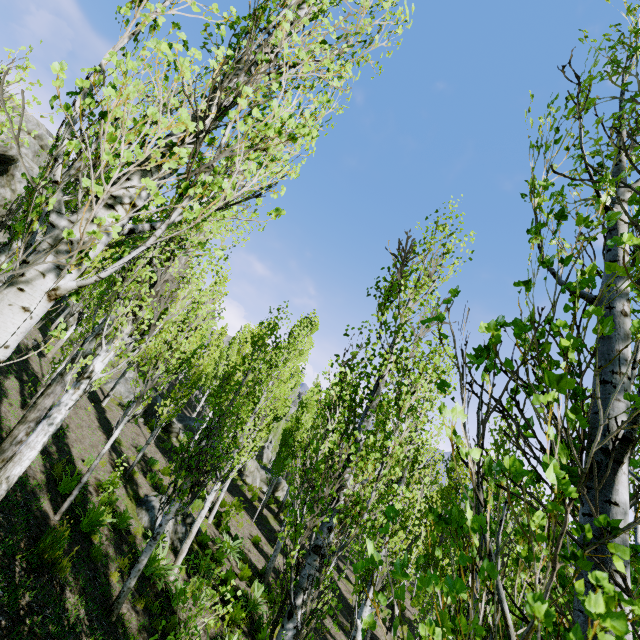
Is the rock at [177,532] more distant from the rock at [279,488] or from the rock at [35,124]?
the rock at [35,124]

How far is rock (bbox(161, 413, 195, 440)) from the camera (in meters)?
23.38

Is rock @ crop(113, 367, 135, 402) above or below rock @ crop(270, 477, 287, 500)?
above

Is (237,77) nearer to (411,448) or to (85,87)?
(85,87)

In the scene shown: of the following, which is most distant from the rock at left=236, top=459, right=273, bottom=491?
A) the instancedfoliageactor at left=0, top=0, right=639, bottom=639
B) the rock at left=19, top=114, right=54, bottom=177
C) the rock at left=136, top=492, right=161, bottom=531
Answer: the rock at left=136, top=492, right=161, bottom=531

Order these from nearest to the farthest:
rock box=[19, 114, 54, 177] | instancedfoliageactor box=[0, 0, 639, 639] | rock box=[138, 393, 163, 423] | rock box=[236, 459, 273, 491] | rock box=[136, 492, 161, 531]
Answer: instancedfoliageactor box=[0, 0, 639, 639] < rock box=[136, 492, 161, 531] < rock box=[19, 114, 54, 177] < rock box=[138, 393, 163, 423] < rock box=[236, 459, 273, 491]

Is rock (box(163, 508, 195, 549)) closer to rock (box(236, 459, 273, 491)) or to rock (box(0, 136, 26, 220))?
rock (box(236, 459, 273, 491))

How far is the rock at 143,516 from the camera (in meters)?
11.20
